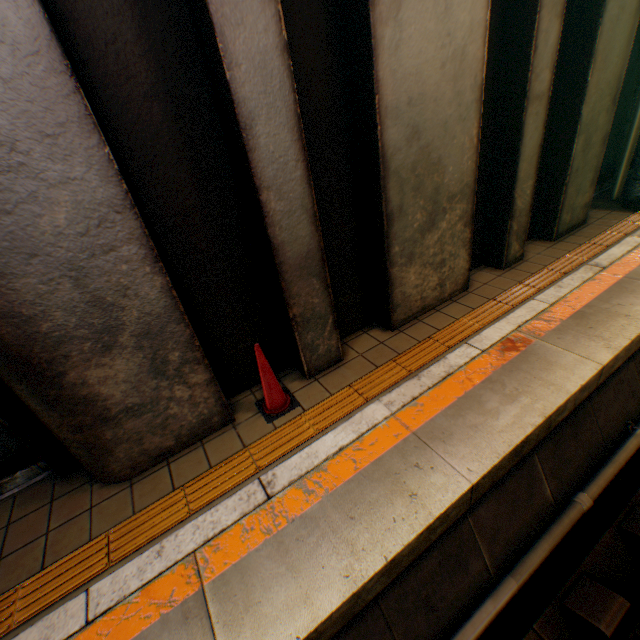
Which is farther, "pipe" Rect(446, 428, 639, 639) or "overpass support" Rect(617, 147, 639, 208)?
"overpass support" Rect(617, 147, 639, 208)

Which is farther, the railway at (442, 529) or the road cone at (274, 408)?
the road cone at (274, 408)

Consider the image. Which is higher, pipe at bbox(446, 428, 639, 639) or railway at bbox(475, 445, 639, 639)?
pipe at bbox(446, 428, 639, 639)

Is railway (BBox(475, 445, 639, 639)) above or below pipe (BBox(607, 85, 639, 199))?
below

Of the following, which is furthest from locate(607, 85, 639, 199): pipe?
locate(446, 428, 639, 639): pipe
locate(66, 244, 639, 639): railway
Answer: locate(446, 428, 639, 639): pipe

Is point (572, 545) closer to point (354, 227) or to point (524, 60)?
point (354, 227)

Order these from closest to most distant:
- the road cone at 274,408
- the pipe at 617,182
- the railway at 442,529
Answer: the railway at 442,529 → the road cone at 274,408 → the pipe at 617,182

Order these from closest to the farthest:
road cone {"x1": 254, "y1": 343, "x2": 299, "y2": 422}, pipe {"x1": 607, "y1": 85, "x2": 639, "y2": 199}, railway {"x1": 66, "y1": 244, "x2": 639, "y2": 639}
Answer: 1. railway {"x1": 66, "y1": 244, "x2": 639, "y2": 639}
2. road cone {"x1": 254, "y1": 343, "x2": 299, "y2": 422}
3. pipe {"x1": 607, "y1": 85, "x2": 639, "y2": 199}
